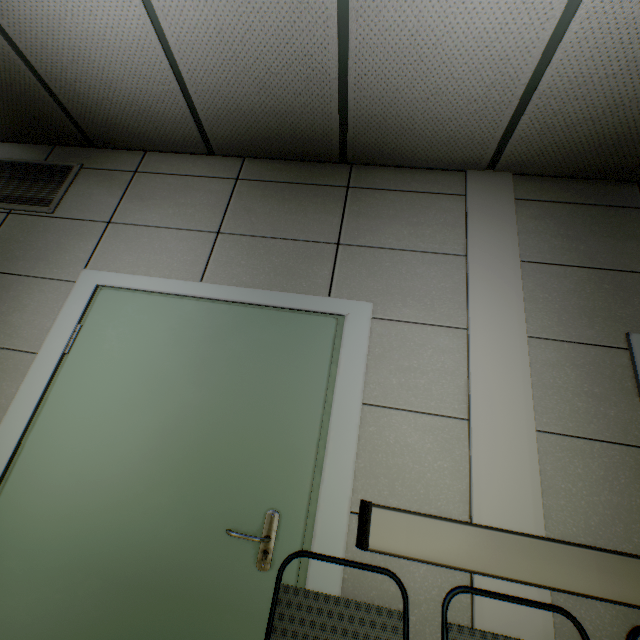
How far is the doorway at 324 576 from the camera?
1.3m

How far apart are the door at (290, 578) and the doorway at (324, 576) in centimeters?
1cm

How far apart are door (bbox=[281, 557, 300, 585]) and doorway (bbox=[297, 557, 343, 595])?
0.01m

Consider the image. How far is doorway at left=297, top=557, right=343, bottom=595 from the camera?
1.3 meters

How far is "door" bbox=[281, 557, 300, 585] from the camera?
1.3 meters

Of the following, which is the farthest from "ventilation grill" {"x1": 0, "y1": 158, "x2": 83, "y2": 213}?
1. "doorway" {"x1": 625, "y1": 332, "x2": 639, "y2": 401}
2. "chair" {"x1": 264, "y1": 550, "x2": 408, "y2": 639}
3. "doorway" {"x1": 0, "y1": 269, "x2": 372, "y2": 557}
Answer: "doorway" {"x1": 625, "y1": 332, "x2": 639, "y2": 401}

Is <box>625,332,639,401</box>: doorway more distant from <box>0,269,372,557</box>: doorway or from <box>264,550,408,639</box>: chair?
<box>0,269,372,557</box>: doorway

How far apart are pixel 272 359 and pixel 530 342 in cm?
139
